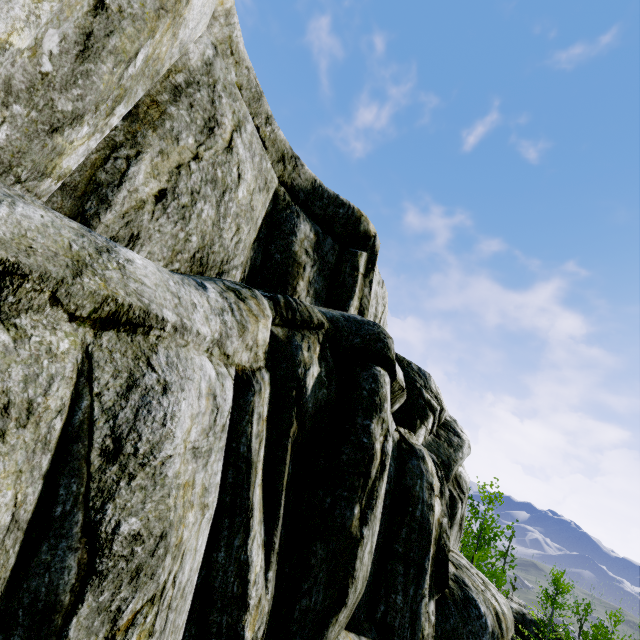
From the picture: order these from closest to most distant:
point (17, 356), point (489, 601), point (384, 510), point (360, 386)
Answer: point (17, 356), point (360, 386), point (384, 510), point (489, 601)
